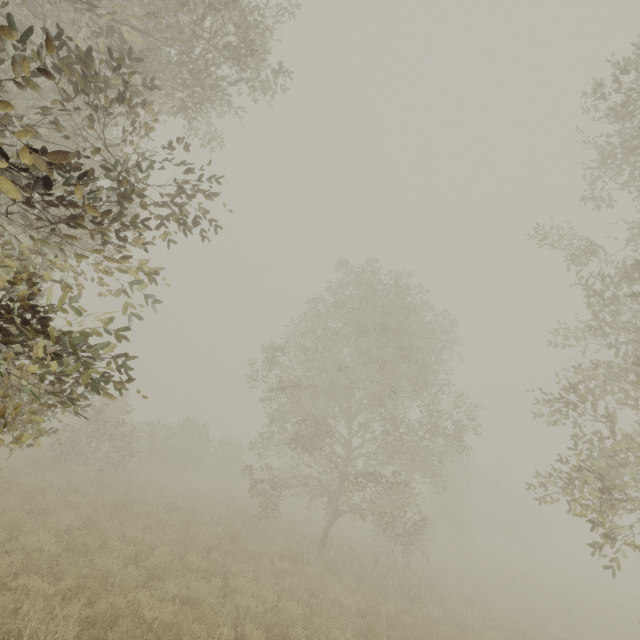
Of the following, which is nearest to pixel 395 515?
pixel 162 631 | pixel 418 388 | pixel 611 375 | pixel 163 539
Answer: pixel 418 388
